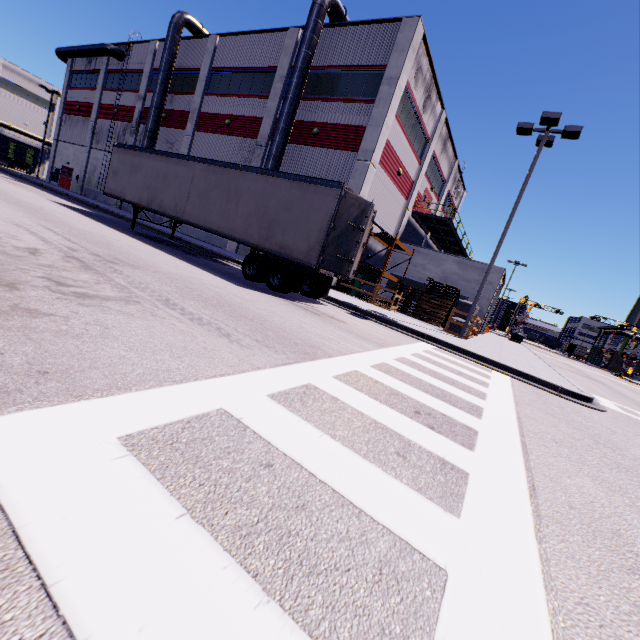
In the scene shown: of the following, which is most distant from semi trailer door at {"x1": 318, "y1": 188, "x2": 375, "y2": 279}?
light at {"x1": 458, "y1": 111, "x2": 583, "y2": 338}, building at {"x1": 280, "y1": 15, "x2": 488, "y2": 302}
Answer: light at {"x1": 458, "y1": 111, "x2": 583, "y2": 338}

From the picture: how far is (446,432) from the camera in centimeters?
378cm

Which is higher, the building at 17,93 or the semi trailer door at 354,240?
the building at 17,93

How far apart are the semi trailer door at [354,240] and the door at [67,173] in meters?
39.1

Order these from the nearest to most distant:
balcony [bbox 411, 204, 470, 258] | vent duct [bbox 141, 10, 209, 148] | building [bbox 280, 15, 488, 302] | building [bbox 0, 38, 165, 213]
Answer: building [bbox 280, 15, 488, 302] → vent duct [bbox 141, 10, 209, 148] → balcony [bbox 411, 204, 470, 258] → building [bbox 0, 38, 165, 213]

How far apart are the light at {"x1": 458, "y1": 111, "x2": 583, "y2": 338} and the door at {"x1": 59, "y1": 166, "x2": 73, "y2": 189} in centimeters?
4214cm

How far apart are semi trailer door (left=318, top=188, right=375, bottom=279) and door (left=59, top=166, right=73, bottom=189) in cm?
3912

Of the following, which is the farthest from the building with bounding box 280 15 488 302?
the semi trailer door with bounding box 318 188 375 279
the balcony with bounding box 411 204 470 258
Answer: the semi trailer door with bounding box 318 188 375 279
